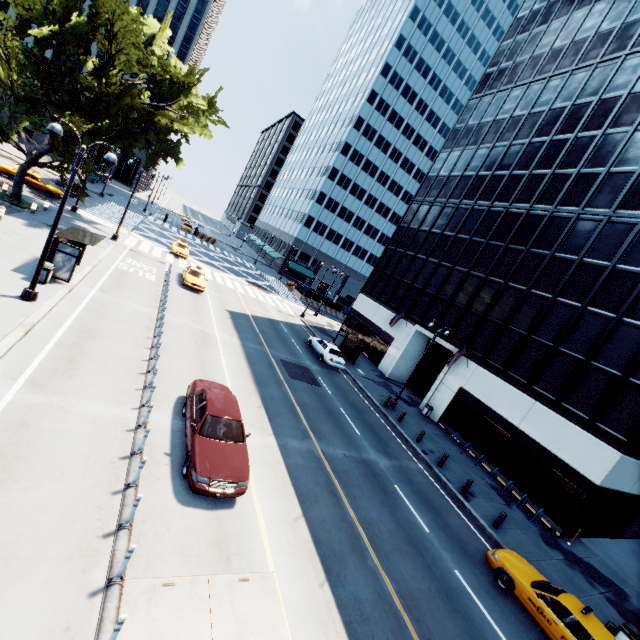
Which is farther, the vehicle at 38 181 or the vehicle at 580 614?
the vehicle at 38 181

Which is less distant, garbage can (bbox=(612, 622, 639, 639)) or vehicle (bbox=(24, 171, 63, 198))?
garbage can (bbox=(612, 622, 639, 639))

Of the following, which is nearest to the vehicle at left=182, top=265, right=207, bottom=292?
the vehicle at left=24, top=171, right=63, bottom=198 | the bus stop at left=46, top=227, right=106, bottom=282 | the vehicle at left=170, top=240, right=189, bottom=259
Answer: the vehicle at left=170, top=240, right=189, bottom=259

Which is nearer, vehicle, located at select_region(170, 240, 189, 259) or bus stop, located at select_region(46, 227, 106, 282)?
bus stop, located at select_region(46, 227, 106, 282)

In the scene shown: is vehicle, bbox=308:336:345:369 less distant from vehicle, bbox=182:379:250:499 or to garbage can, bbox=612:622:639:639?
vehicle, bbox=182:379:250:499

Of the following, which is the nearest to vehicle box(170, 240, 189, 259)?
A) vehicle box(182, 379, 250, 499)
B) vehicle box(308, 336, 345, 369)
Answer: vehicle box(308, 336, 345, 369)

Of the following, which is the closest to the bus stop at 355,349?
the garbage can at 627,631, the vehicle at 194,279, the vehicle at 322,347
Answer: the vehicle at 322,347

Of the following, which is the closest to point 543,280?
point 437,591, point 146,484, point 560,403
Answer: point 560,403
